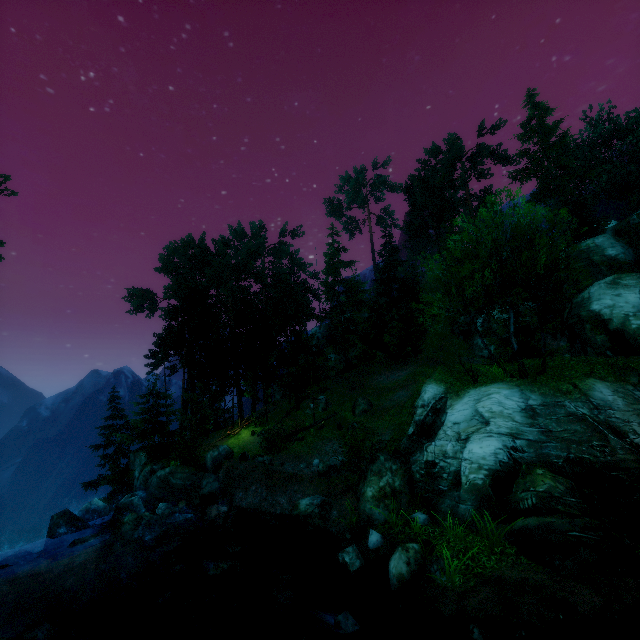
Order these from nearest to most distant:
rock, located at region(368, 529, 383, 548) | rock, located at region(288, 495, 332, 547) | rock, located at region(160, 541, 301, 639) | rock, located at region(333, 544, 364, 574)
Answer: rock, located at region(160, 541, 301, 639) < rock, located at region(333, 544, 364, 574) < rock, located at region(368, 529, 383, 548) < rock, located at region(288, 495, 332, 547)

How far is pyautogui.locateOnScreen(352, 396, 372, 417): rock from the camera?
27.03m

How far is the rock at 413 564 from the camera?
9.1m

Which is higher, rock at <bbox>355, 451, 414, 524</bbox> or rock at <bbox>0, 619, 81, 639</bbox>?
rock at <bbox>355, 451, 414, 524</bbox>

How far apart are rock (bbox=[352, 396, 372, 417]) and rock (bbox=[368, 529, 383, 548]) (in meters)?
14.82

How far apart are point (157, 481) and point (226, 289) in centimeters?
3909cm

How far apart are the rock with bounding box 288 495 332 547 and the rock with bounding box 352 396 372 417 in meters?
11.6

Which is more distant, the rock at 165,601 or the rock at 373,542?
the rock at 373,542
